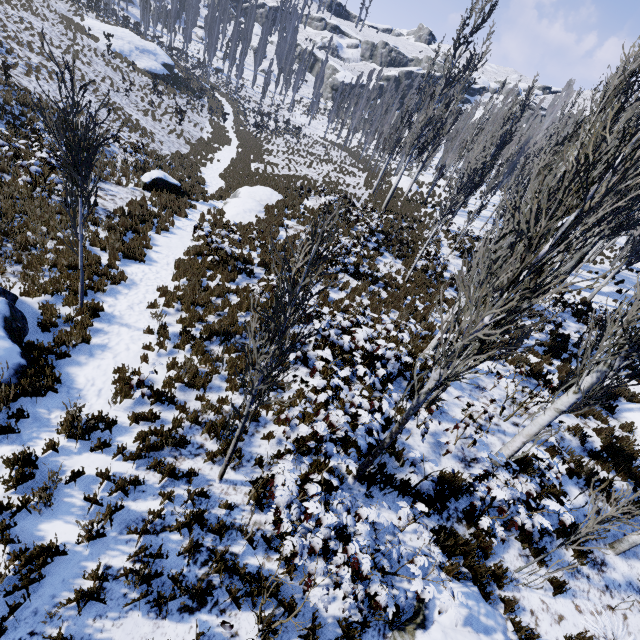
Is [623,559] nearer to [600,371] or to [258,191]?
[600,371]

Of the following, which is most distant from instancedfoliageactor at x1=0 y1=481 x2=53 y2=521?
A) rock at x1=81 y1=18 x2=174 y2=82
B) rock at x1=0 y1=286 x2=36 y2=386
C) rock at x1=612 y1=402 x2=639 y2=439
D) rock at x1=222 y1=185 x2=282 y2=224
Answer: rock at x1=222 y1=185 x2=282 y2=224

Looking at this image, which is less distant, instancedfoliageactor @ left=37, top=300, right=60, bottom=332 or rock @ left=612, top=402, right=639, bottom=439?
instancedfoliageactor @ left=37, top=300, right=60, bottom=332

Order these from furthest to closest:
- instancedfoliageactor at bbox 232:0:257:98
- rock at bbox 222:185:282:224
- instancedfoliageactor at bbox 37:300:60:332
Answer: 1. instancedfoliageactor at bbox 232:0:257:98
2. rock at bbox 222:185:282:224
3. instancedfoliageactor at bbox 37:300:60:332

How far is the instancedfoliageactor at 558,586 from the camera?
5.5m

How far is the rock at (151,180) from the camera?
14.8 meters

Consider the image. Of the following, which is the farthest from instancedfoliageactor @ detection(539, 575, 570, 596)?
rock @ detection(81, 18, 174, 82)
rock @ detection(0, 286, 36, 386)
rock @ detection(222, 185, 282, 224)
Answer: rock @ detection(222, 185, 282, 224)
